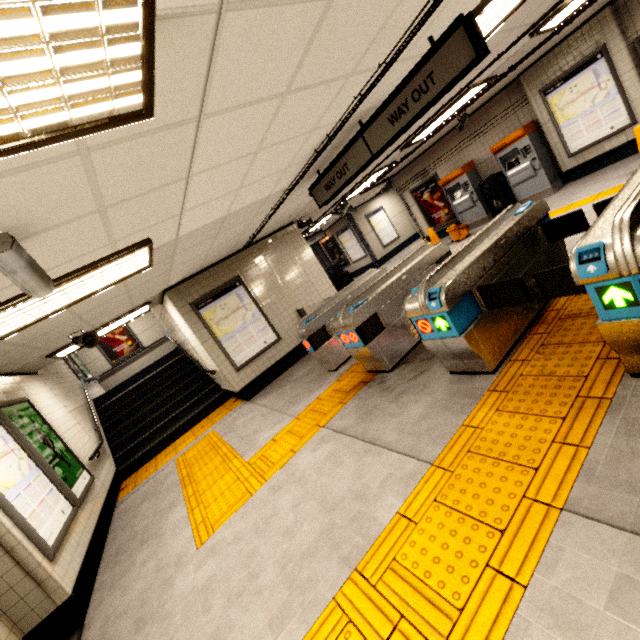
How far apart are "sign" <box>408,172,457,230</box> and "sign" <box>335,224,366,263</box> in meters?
3.8 m

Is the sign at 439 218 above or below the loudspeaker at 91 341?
below

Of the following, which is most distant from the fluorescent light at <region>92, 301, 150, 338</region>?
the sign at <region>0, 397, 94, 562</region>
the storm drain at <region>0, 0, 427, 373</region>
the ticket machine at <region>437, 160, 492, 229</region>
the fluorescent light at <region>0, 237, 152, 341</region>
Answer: the ticket machine at <region>437, 160, 492, 229</region>

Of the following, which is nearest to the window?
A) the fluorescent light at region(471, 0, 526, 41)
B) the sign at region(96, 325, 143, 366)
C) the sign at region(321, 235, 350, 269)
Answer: the fluorescent light at region(471, 0, 526, 41)

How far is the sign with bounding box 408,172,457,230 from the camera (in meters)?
11.15

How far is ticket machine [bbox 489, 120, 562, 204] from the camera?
8.1m

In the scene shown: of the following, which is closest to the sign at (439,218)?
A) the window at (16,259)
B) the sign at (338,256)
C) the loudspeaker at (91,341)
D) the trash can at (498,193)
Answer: the trash can at (498,193)

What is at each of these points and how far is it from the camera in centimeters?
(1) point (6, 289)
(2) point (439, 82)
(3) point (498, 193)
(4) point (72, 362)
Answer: (1) storm drain, 274cm
(2) sign, 313cm
(3) trash can, 909cm
(4) sign, 1058cm
